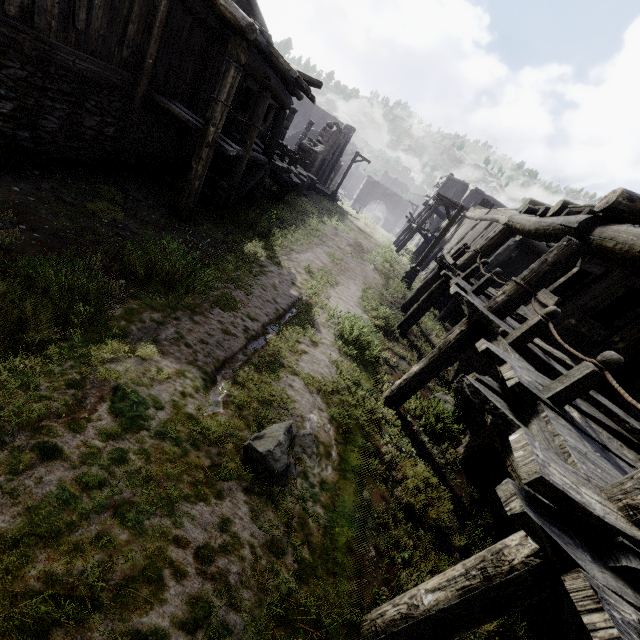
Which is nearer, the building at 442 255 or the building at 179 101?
the building at 442 255

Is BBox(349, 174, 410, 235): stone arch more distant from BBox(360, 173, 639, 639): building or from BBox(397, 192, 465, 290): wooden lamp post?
BBox(397, 192, 465, 290): wooden lamp post

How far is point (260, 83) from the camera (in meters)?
9.34

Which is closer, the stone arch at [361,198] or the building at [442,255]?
the building at [442,255]

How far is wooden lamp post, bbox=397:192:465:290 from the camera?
15.62m
